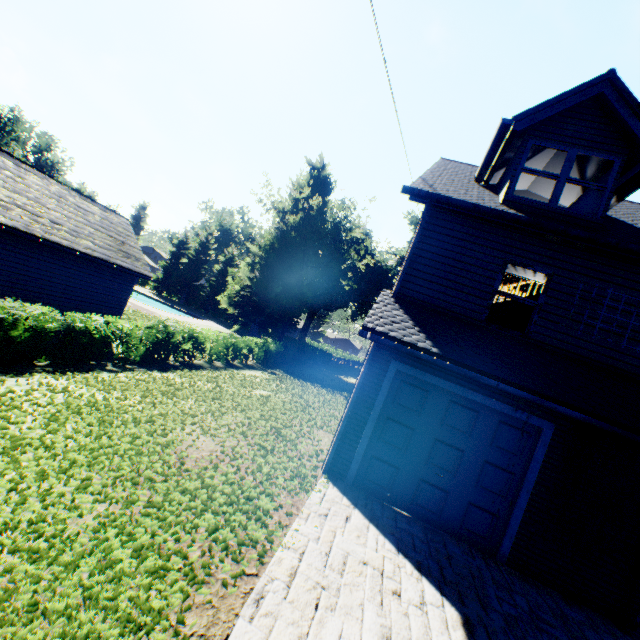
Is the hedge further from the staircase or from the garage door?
the staircase

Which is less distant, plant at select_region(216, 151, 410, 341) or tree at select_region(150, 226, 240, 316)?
plant at select_region(216, 151, 410, 341)

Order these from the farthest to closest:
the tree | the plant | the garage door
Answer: the tree, the plant, the garage door

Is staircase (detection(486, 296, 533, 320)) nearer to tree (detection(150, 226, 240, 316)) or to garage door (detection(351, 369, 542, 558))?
garage door (detection(351, 369, 542, 558))

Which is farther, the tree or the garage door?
the tree

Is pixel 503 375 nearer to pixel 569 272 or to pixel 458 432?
pixel 458 432

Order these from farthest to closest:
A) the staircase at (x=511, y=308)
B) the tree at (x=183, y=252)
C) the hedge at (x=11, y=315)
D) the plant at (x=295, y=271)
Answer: the tree at (x=183, y=252) → the plant at (x=295, y=271) → the staircase at (x=511, y=308) → the hedge at (x=11, y=315)

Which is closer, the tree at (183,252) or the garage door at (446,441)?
the garage door at (446,441)
